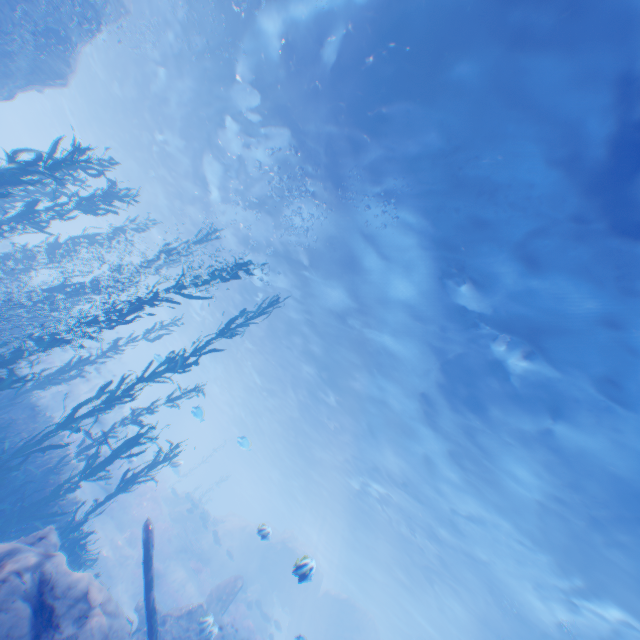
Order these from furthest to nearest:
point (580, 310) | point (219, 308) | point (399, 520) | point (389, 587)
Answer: point (389, 587)
point (219, 308)
point (399, 520)
point (580, 310)

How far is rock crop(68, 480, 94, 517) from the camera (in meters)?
15.29

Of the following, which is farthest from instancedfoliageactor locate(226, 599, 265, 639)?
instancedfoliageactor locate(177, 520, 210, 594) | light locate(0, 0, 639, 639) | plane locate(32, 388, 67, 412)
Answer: light locate(0, 0, 639, 639)

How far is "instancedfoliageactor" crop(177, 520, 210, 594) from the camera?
20.72m

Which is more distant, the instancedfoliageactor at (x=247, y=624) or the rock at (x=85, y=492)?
the instancedfoliageactor at (x=247, y=624)

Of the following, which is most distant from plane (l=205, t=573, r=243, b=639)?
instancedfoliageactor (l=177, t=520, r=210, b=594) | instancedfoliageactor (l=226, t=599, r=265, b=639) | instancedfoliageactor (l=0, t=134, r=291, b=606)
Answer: instancedfoliageactor (l=226, t=599, r=265, b=639)

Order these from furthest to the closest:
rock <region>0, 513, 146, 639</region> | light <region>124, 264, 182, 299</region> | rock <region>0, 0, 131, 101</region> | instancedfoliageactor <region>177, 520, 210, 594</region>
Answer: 1. light <region>124, 264, 182, 299</region>
2. instancedfoliageactor <region>177, 520, 210, 594</region>
3. rock <region>0, 0, 131, 101</region>
4. rock <region>0, 513, 146, 639</region>

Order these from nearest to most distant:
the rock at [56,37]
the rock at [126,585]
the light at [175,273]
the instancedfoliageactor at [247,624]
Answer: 1. the rock at [126,585]
2. the rock at [56,37]
3. the instancedfoliageactor at [247,624]
4. the light at [175,273]
